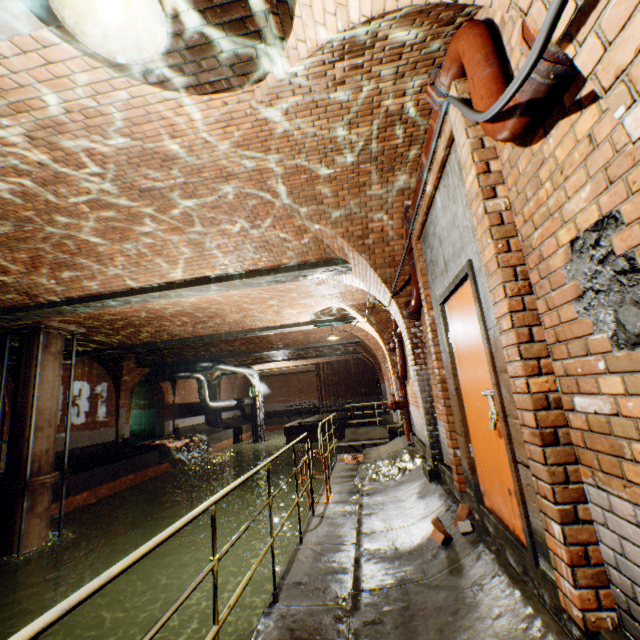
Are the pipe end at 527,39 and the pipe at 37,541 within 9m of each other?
no

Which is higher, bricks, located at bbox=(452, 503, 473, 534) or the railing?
the railing

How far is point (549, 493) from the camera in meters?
1.7

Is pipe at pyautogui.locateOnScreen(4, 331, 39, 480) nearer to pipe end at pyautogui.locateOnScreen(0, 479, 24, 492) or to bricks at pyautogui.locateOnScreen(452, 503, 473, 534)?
pipe end at pyautogui.locateOnScreen(0, 479, 24, 492)

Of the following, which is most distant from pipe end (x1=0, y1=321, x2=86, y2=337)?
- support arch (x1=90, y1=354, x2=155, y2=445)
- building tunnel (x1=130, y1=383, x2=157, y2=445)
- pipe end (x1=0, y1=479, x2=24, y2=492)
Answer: support arch (x1=90, y1=354, x2=155, y2=445)

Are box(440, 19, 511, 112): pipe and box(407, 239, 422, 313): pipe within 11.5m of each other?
yes

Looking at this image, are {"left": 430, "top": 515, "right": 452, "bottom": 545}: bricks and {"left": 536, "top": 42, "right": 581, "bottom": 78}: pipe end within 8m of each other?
yes

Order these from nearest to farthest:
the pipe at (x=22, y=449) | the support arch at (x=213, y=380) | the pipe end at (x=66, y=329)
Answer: the pipe at (x=22, y=449), the pipe end at (x=66, y=329), the support arch at (x=213, y=380)
